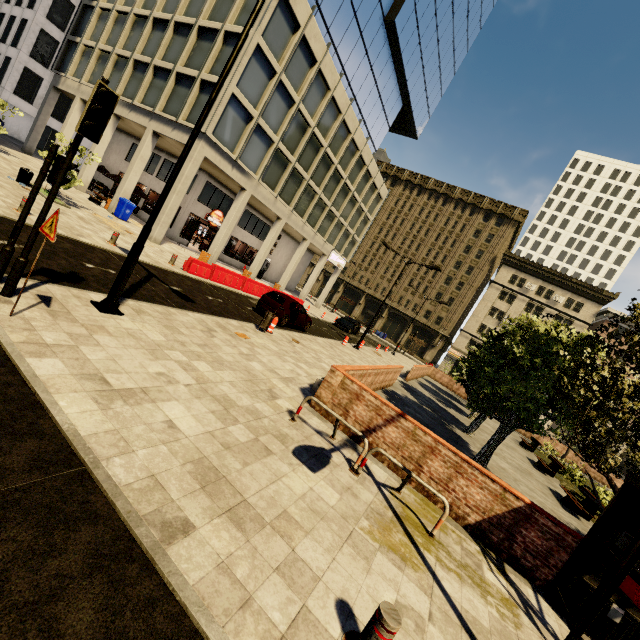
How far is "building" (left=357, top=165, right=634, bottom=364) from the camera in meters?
47.4 m

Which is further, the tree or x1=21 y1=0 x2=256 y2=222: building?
x1=21 y1=0 x2=256 y2=222: building

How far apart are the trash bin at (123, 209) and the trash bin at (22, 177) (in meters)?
5.62

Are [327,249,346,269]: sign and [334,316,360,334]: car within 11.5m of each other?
yes

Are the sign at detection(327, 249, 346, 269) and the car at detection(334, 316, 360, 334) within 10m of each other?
yes

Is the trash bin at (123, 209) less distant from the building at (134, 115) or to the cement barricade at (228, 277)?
the building at (134, 115)

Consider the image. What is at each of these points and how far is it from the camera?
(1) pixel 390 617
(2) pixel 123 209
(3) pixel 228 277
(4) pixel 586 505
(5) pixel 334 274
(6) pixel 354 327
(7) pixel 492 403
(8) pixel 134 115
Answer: (1) metal bar, 2.94m
(2) trash bin, 20.62m
(3) cement barricade, 18.80m
(4) bench, 12.99m
(5) building, 40.88m
(6) car, 32.72m
(7) tree, 10.59m
(8) building, 21.39m

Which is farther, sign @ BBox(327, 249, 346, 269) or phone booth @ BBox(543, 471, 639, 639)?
sign @ BBox(327, 249, 346, 269)
